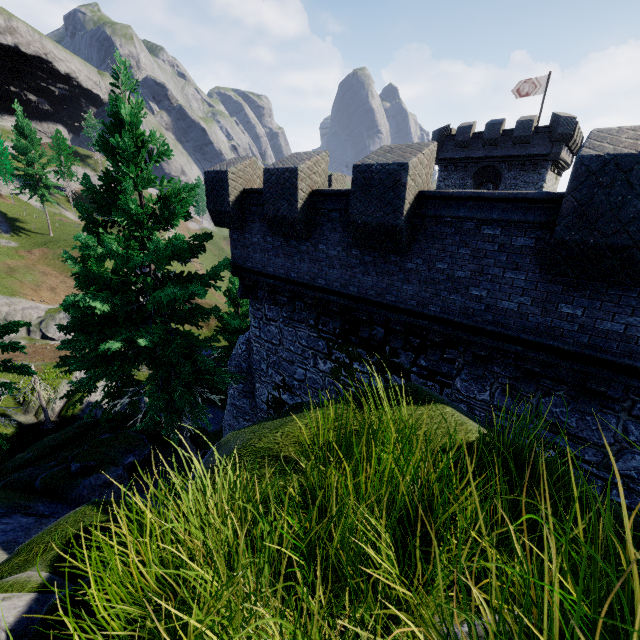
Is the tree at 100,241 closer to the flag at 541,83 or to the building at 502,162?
the building at 502,162

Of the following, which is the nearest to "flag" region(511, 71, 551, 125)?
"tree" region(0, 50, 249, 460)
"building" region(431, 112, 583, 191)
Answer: "building" region(431, 112, 583, 191)

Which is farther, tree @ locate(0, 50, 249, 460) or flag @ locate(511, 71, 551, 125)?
flag @ locate(511, 71, 551, 125)

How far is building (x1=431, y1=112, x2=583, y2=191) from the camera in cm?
2711

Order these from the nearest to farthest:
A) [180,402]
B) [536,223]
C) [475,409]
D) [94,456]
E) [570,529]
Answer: [570,529]
[536,223]
[475,409]
[180,402]
[94,456]

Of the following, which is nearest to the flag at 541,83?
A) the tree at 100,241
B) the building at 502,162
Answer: the building at 502,162

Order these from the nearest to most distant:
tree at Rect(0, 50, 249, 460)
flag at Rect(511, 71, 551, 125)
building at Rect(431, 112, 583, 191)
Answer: tree at Rect(0, 50, 249, 460)
building at Rect(431, 112, 583, 191)
flag at Rect(511, 71, 551, 125)
